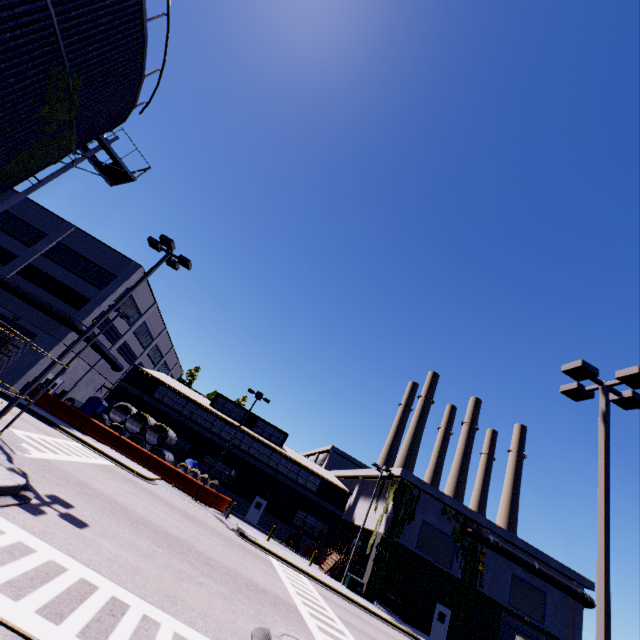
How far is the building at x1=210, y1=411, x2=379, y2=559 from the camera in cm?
3559

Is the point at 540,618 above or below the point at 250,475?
above

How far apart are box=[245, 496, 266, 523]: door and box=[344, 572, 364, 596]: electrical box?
12.4m

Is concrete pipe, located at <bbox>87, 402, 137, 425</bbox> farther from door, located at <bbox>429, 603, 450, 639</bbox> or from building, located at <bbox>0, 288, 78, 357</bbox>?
door, located at <bbox>429, 603, 450, 639</bbox>

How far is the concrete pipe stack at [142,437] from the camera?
28.9 meters

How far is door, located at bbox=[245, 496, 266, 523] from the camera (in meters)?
36.28

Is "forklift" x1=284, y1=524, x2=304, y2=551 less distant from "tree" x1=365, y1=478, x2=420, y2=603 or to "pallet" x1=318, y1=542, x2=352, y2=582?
"pallet" x1=318, y1=542, x2=352, y2=582

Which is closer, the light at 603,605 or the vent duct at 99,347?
the light at 603,605
